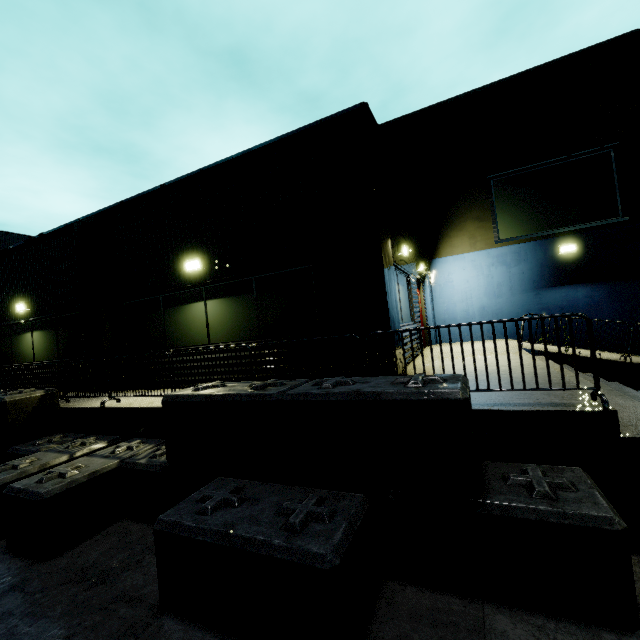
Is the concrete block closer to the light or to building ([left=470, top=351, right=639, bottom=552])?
building ([left=470, top=351, right=639, bottom=552])

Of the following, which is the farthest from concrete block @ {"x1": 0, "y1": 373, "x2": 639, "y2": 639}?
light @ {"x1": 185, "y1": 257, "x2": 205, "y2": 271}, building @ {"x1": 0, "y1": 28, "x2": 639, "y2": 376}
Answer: light @ {"x1": 185, "y1": 257, "x2": 205, "y2": 271}

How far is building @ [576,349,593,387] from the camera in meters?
5.4 m

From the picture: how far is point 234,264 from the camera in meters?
7.3 m

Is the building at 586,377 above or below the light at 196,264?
below

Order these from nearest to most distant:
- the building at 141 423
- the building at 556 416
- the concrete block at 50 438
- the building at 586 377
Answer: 1. the concrete block at 50 438
2. the building at 556 416
3. the building at 586 377
4. the building at 141 423
